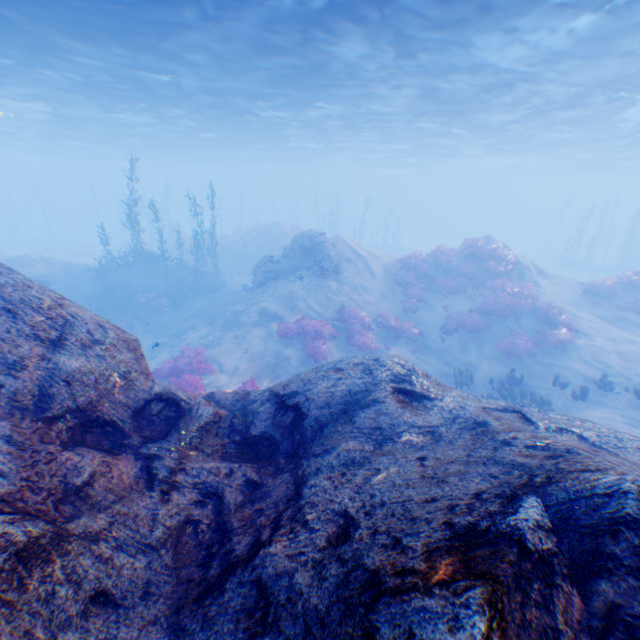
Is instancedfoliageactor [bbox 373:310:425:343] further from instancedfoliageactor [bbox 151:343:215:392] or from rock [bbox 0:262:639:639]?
instancedfoliageactor [bbox 151:343:215:392]

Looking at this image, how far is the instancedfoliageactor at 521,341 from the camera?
13.9m

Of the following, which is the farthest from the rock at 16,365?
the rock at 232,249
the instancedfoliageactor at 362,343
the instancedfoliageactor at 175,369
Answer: the rock at 232,249

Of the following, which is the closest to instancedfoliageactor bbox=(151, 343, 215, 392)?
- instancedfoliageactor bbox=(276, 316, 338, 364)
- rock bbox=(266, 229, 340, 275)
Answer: rock bbox=(266, 229, 340, 275)

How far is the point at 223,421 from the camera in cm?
501

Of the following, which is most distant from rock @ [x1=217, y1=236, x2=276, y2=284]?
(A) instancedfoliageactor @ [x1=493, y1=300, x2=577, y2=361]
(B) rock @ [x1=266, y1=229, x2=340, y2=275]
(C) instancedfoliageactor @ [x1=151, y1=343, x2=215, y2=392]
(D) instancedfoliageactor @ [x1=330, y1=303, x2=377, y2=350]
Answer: (A) instancedfoliageactor @ [x1=493, y1=300, x2=577, y2=361]

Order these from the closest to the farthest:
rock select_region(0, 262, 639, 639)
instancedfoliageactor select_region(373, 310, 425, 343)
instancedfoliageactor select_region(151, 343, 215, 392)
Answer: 1. rock select_region(0, 262, 639, 639)
2. instancedfoliageactor select_region(151, 343, 215, 392)
3. instancedfoliageactor select_region(373, 310, 425, 343)

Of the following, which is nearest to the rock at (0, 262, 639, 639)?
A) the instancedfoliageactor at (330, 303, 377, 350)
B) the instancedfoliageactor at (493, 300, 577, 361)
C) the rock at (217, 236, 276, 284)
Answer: the instancedfoliageactor at (330, 303, 377, 350)
